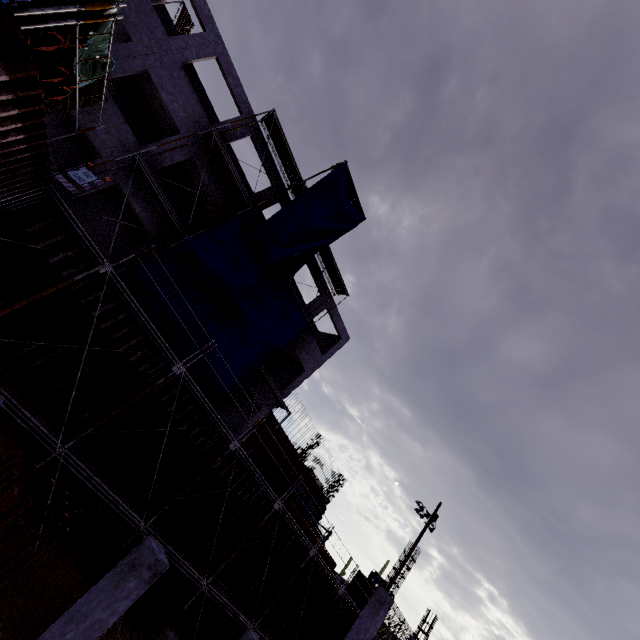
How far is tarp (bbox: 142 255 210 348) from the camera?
14.73m

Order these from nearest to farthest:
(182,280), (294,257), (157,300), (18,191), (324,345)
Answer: (18,191) < (157,300) < (182,280) < (294,257) < (324,345)

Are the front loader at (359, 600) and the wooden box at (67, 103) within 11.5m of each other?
no

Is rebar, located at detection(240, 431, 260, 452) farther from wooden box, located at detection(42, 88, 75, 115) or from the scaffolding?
wooden box, located at detection(42, 88, 75, 115)

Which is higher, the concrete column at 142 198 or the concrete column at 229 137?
the concrete column at 229 137

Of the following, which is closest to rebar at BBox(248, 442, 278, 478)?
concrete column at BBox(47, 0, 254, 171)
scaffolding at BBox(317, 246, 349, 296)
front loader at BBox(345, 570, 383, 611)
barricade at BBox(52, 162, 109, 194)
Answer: concrete column at BBox(47, 0, 254, 171)

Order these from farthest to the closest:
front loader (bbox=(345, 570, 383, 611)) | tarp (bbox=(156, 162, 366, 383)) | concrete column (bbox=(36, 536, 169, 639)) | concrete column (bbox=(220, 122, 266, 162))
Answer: front loader (bbox=(345, 570, 383, 611)) < concrete column (bbox=(220, 122, 266, 162)) < tarp (bbox=(156, 162, 366, 383)) < concrete column (bbox=(36, 536, 169, 639))

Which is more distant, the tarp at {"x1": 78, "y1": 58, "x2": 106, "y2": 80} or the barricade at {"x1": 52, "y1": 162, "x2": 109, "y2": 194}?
the barricade at {"x1": 52, "y1": 162, "x2": 109, "y2": 194}
